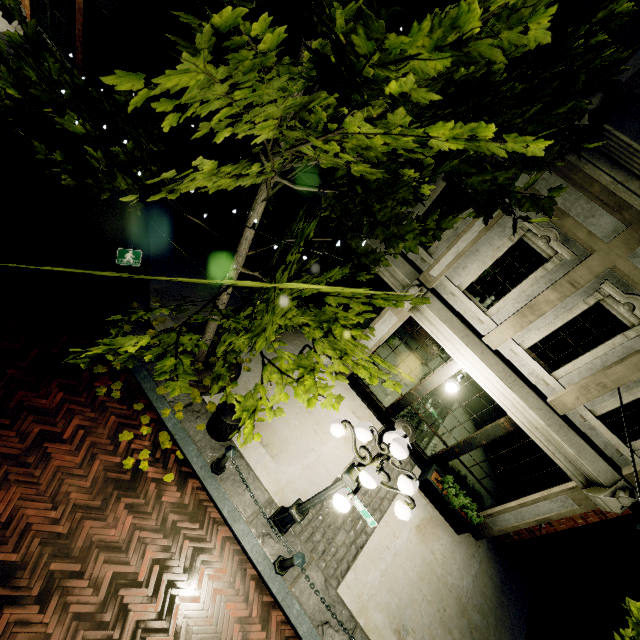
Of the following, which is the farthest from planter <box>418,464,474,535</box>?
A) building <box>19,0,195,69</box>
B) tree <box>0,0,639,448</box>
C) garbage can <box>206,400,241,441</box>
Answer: garbage can <box>206,400,241,441</box>

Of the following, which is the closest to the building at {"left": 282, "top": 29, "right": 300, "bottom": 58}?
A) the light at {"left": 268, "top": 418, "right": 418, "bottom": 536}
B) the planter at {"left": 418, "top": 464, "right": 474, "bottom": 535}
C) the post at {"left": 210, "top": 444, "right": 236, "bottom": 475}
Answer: the planter at {"left": 418, "top": 464, "right": 474, "bottom": 535}

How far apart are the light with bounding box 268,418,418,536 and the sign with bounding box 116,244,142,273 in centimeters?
473cm

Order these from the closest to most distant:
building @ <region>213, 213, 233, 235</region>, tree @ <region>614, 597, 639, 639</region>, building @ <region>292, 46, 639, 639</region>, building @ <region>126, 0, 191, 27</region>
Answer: tree @ <region>614, 597, 639, 639</region>
building @ <region>292, 46, 639, 639</region>
building @ <region>126, 0, 191, 27</region>
building @ <region>213, 213, 233, 235</region>

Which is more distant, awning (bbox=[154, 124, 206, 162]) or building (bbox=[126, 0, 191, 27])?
building (bbox=[126, 0, 191, 27])

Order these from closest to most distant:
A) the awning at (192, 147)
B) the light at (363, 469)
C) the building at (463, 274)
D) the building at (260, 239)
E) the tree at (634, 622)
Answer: the light at (363, 469) → the tree at (634, 622) → the building at (463, 274) → the awning at (192, 147) → the building at (260, 239)

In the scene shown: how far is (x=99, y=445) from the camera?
5.52m

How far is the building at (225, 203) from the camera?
10.3m
